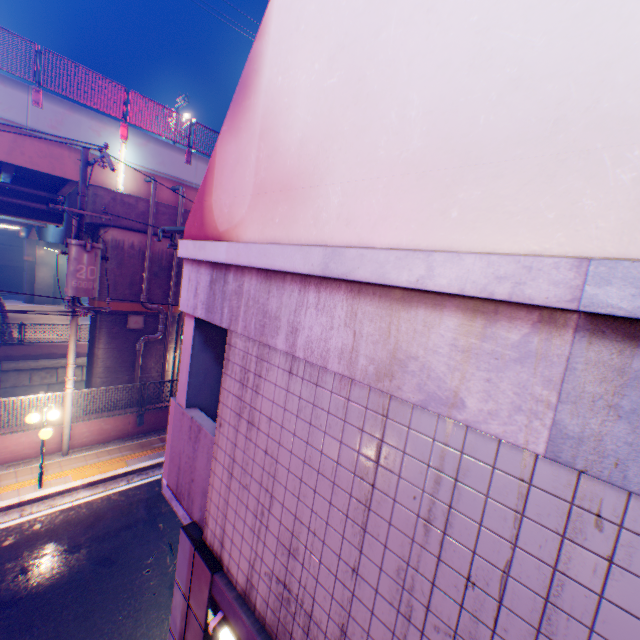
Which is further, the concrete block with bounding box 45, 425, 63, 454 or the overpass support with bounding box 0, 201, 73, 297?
the overpass support with bounding box 0, 201, 73, 297

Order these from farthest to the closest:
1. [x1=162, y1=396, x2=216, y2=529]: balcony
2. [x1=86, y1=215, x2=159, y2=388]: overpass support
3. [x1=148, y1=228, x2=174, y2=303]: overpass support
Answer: [x1=148, y1=228, x2=174, y2=303]: overpass support → [x1=86, y1=215, x2=159, y2=388]: overpass support → [x1=162, y1=396, x2=216, y2=529]: balcony

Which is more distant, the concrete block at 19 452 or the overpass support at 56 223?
the overpass support at 56 223

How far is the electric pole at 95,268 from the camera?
8.8 meters

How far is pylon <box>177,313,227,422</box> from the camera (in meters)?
3.62

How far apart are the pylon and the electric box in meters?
10.6 m

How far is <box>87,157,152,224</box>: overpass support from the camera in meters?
11.5

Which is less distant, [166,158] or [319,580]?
[319,580]
